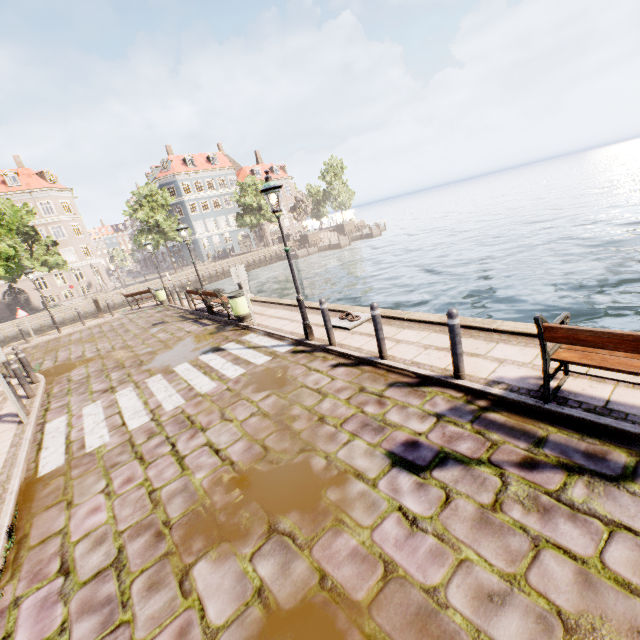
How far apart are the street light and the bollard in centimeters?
368cm

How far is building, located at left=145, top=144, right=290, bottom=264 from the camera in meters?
50.2 m

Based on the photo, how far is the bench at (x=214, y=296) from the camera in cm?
1157

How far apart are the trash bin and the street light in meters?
3.7 m

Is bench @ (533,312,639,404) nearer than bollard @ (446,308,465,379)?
Yes

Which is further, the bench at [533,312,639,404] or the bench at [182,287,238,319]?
the bench at [182,287,238,319]

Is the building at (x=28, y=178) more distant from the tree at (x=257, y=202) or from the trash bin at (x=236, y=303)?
the trash bin at (x=236, y=303)

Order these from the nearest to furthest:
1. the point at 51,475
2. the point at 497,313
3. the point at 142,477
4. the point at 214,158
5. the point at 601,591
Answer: the point at 601,591
the point at 142,477
the point at 51,475
the point at 497,313
the point at 214,158
